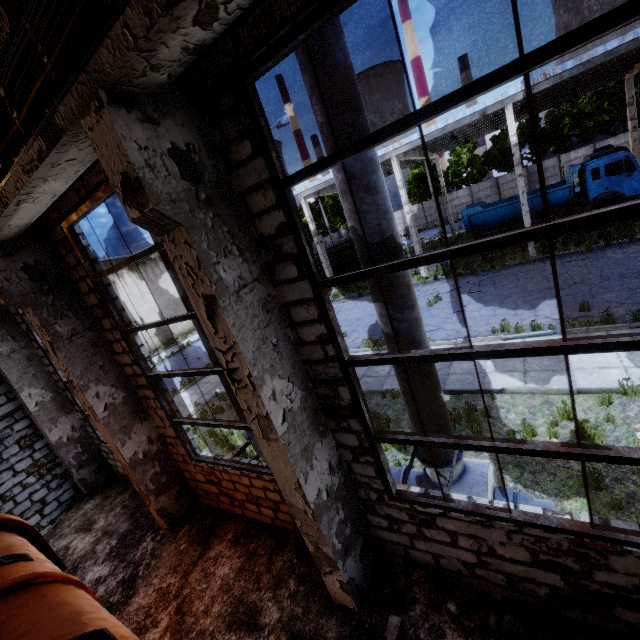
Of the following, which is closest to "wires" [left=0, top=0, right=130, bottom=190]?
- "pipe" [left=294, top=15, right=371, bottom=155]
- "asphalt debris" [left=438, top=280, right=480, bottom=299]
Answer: "pipe" [left=294, top=15, right=371, bottom=155]

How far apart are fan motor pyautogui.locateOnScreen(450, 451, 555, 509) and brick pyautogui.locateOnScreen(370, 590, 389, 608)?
1.3 meters

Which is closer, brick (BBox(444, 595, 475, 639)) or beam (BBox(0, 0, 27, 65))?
beam (BBox(0, 0, 27, 65))

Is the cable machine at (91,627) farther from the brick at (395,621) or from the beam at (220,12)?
the beam at (220,12)

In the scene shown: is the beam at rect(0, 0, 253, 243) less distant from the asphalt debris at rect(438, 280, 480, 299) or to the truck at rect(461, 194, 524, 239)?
the asphalt debris at rect(438, 280, 480, 299)

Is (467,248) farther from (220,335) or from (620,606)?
(620,606)

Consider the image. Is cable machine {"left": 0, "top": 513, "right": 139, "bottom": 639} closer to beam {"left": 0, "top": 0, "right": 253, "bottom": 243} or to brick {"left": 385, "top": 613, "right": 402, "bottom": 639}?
brick {"left": 385, "top": 613, "right": 402, "bottom": 639}

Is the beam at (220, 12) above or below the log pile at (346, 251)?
above
